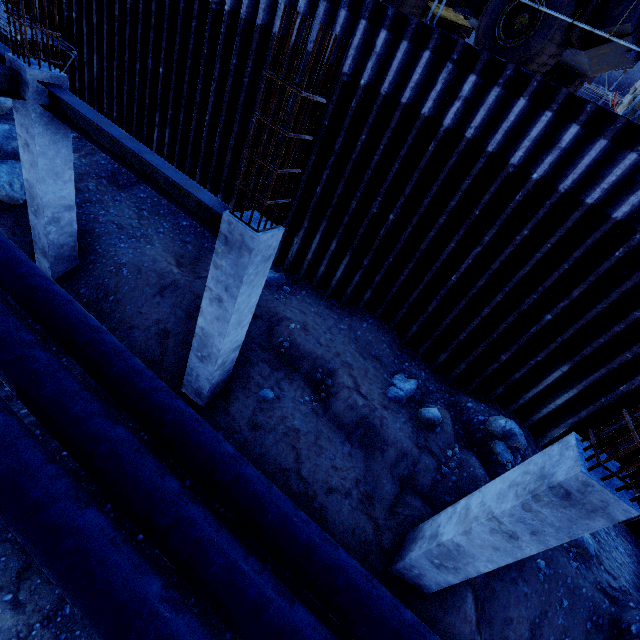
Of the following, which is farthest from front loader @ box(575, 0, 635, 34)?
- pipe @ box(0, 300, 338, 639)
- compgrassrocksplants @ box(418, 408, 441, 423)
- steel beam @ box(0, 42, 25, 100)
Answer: pipe @ box(0, 300, 338, 639)

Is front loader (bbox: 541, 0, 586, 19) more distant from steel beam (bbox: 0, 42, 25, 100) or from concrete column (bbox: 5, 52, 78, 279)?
steel beam (bbox: 0, 42, 25, 100)

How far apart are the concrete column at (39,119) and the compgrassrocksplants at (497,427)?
10.3m

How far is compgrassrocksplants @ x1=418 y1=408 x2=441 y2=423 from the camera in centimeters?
677cm

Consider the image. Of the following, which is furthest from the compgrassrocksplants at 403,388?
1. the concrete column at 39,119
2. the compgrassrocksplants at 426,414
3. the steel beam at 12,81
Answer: the steel beam at 12,81

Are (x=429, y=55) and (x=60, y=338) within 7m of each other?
no

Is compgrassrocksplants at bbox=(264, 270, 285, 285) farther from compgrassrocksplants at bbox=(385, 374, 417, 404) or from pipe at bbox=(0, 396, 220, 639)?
pipe at bbox=(0, 396, 220, 639)

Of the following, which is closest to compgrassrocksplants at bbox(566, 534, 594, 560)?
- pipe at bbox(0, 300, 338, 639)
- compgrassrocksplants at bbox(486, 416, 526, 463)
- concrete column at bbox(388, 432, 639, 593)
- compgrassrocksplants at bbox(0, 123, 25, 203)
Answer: compgrassrocksplants at bbox(486, 416, 526, 463)
